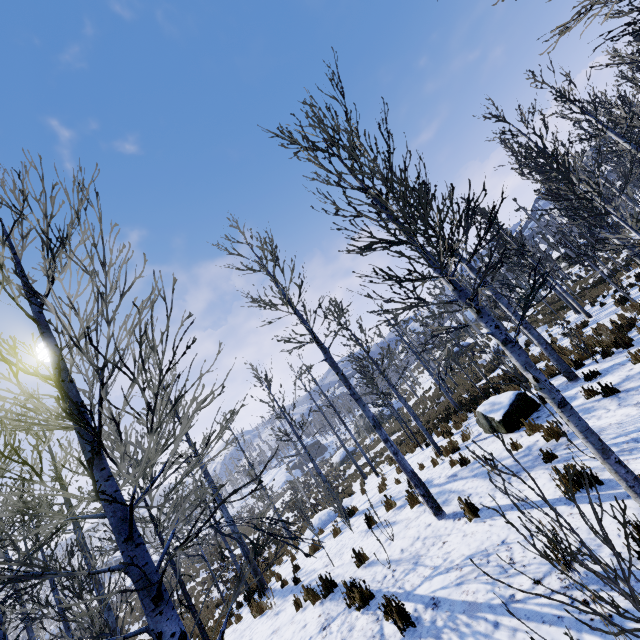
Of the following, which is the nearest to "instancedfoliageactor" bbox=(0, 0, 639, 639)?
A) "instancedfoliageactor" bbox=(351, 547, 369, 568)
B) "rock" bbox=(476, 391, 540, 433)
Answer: "rock" bbox=(476, 391, 540, 433)

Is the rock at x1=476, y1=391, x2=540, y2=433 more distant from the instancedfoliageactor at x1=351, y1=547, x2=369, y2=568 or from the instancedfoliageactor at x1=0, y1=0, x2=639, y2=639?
the instancedfoliageactor at x1=351, y1=547, x2=369, y2=568

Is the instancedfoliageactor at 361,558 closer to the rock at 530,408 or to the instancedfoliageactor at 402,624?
the instancedfoliageactor at 402,624

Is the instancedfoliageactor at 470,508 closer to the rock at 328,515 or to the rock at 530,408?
the rock at 530,408

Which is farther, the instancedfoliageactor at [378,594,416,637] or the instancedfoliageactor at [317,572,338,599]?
the instancedfoliageactor at [317,572,338,599]

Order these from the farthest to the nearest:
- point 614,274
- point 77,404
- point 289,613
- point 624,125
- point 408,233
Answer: point 614,274
point 624,125
point 289,613
point 408,233
point 77,404

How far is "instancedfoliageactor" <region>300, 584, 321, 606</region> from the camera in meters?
6.6 m
